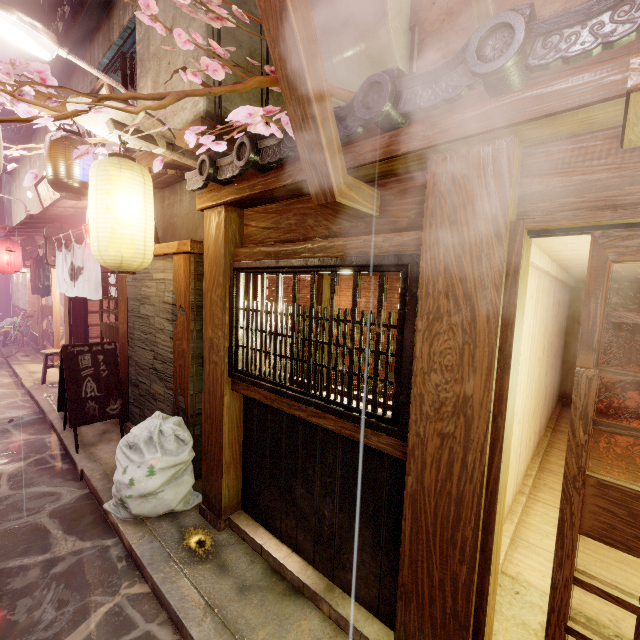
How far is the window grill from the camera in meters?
3.5 m

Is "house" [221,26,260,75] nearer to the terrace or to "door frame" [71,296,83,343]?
"door frame" [71,296,83,343]

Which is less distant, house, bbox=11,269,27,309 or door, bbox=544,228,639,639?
door, bbox=544,228,639,639

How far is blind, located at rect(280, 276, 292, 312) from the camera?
5.7 meters

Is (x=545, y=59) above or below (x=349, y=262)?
above

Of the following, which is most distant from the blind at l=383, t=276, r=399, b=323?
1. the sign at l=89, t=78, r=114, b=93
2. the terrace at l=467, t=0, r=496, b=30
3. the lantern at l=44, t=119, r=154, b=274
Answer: the sign at l=89, t=78, r=114, b=93

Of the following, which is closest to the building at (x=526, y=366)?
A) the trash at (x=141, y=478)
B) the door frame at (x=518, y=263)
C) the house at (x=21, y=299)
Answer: the door frame at (x=518, y=263)

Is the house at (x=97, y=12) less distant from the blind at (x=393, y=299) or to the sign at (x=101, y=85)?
the sign at (x=101, y=85)
